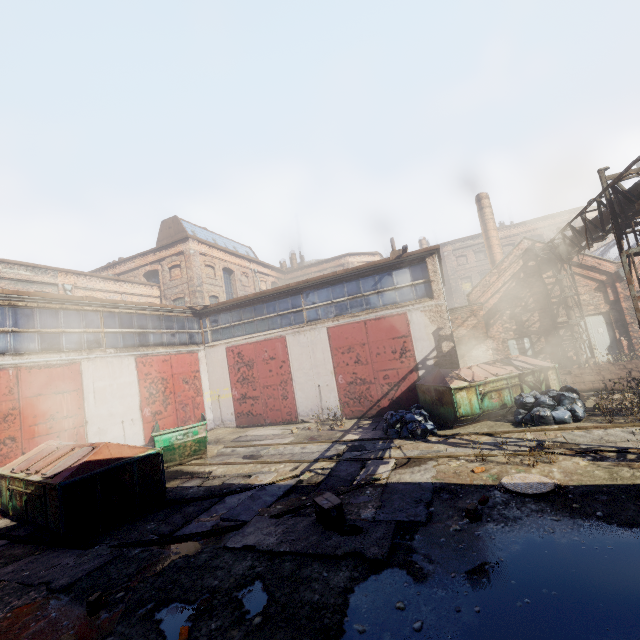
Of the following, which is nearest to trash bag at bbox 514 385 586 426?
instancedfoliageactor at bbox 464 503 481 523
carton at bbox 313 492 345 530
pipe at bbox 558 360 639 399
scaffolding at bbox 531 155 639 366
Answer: pipe at bbox 558 360 639 399

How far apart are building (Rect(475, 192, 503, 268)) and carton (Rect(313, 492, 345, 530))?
22.7 meters

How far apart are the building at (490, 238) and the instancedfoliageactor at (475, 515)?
21.9m

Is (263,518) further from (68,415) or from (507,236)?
(507,236)

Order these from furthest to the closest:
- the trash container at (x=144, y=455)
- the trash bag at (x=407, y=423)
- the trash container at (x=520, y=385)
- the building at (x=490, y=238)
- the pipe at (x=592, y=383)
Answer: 1. the building at (x=490, y=238)
2. the pipe at (x=592, y=383)
3. the trash container at (x=520, y=385)
4. the trash bag at (x=407, y=423)
5. the trash container at (x=144, y=455)

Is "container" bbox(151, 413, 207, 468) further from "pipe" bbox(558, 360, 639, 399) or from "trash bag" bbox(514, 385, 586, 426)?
"pipe" bbox(558, 360, 639, 399)

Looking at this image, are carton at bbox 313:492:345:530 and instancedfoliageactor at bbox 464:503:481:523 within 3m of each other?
yes

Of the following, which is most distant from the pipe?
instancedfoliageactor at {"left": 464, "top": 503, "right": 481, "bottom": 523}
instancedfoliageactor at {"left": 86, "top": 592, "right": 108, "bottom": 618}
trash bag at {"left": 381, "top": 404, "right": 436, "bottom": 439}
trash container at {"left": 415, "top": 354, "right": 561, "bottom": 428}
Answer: instancedfoliageactor at {"left": 86, "top": 592, "right": 108, "bottom": 618}
